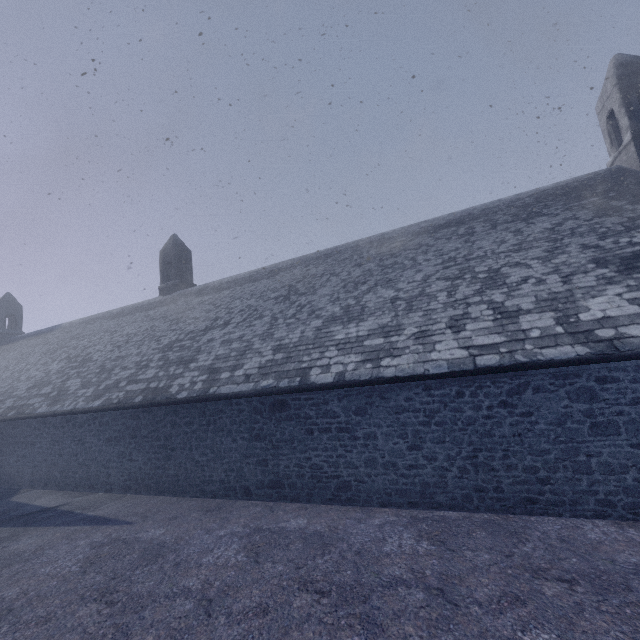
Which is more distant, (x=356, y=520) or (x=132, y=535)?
(x=132, y=535)
